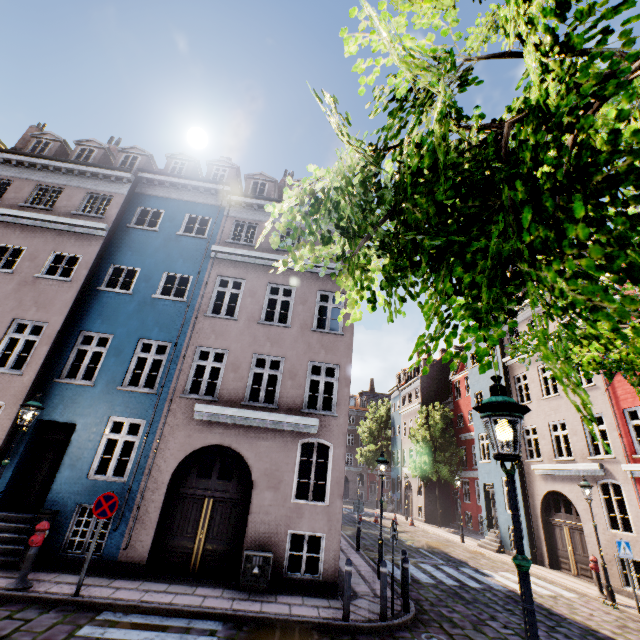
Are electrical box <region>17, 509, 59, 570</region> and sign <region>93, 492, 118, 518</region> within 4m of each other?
yes

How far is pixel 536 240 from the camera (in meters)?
0.76

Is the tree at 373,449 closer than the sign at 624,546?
No

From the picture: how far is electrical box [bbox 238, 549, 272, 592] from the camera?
8.2m

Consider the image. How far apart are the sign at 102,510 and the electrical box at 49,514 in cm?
208

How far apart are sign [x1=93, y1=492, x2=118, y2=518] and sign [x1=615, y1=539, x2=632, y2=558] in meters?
15.3 m

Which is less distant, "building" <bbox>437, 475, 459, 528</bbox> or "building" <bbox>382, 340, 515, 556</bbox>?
"building" <bbox>382, 340, 515, 556</bbox>

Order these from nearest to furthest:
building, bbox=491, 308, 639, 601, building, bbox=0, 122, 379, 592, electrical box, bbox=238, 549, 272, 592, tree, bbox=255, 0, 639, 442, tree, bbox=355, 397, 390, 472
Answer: tree, bbox=255, 0, 639, 442, electrical box, bbox=238, 549, 272, 592, building, bbox=0, 122, 379, 592, building, bbox=491, 308, 639, 601, tree, bbox=355, 397, 390, 472
